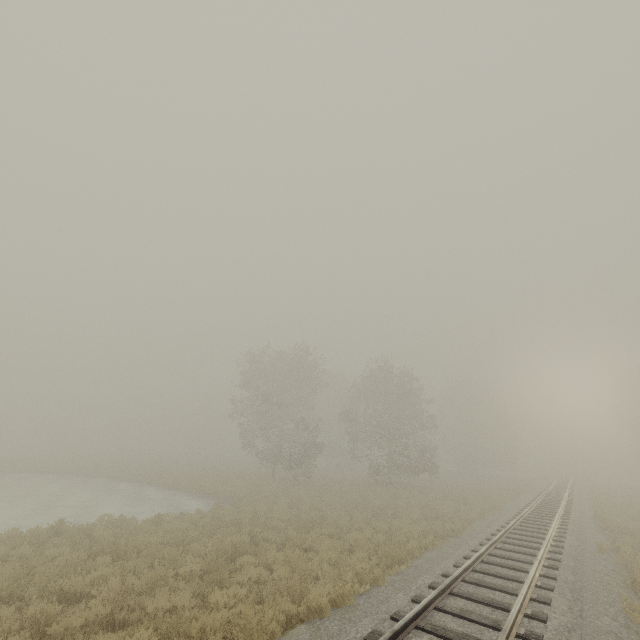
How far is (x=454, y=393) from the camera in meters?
59.3 m
